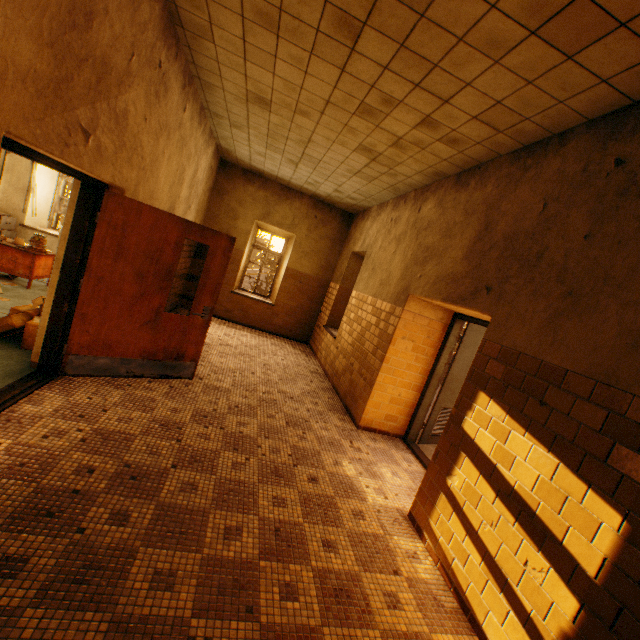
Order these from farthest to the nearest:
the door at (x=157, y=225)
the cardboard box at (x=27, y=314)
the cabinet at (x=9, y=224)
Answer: the cabinet at (x=9, y=224)
the cardboard box at (x=27, y=314)
the door at (x=157, y=225)

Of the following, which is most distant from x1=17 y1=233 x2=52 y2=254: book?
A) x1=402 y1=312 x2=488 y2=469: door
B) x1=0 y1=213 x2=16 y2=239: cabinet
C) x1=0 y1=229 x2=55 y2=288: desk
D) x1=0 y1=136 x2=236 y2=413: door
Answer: x1=402 y1=312 x2=488 y2=469: door

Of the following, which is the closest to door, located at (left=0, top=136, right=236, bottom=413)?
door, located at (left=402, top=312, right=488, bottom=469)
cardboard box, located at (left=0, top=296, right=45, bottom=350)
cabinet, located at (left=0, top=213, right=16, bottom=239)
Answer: cardboard box, located at (left=0, top=296, right=45, bottom=350)

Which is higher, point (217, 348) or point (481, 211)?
point (481, 211)

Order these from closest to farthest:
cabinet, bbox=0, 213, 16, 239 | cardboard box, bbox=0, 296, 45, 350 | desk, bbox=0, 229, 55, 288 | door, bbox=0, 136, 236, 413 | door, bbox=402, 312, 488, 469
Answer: door, bbox=0, 136, 236, 413 → cardboard box, bbox=0, 296, 45, 350 → door, bbox=402, 312, 488, 469 → desk, bbox=0, 229, 55, 288 → cabinet, bbox=0, 213, 16, 239

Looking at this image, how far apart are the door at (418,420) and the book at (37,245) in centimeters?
725cm

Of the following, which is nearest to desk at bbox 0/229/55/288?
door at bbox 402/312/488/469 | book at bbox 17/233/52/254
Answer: book at bbox 17/233/52/254

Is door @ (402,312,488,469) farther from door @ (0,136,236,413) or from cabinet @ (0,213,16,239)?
cabinet @ (0,213,16,239)
